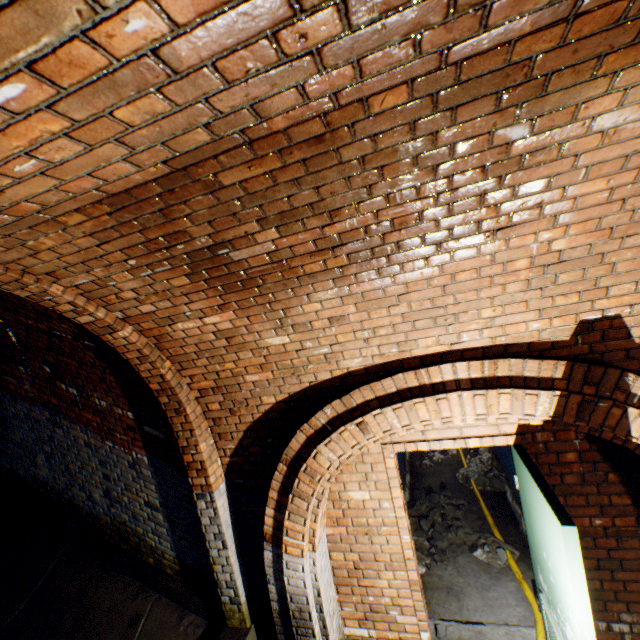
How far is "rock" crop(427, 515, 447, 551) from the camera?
4.5m

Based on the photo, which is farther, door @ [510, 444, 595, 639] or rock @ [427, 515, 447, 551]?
rock @ [427, 515, 447, 551]

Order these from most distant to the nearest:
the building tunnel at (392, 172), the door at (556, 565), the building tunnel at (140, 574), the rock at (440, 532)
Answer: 1. the rock at (440, 532)
2. the building tunnel at (140, 574)
3. the door at (556, 565)
4. the building tunnel at (392, 172)

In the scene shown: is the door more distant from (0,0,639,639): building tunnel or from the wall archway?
the wall archway

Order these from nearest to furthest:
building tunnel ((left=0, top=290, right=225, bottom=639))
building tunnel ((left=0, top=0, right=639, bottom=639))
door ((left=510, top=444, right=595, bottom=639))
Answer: building tunnel ((left=0, top=0, right=639, bottom=639)) < door ((left=510, top=444, right=595, bottom=639)) < building tunnel ((left=0, top=290, right=225, bottom=639))

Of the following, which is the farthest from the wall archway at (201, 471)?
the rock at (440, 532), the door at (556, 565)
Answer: the rock at (440, 532)

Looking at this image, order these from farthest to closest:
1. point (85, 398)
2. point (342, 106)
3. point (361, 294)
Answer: point (85, 398), point (361, 294), point (342, 106)

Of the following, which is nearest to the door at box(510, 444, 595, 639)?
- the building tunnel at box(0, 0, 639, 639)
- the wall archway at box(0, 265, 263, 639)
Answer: the building tunnel at box(0, 0, 639, 639)
